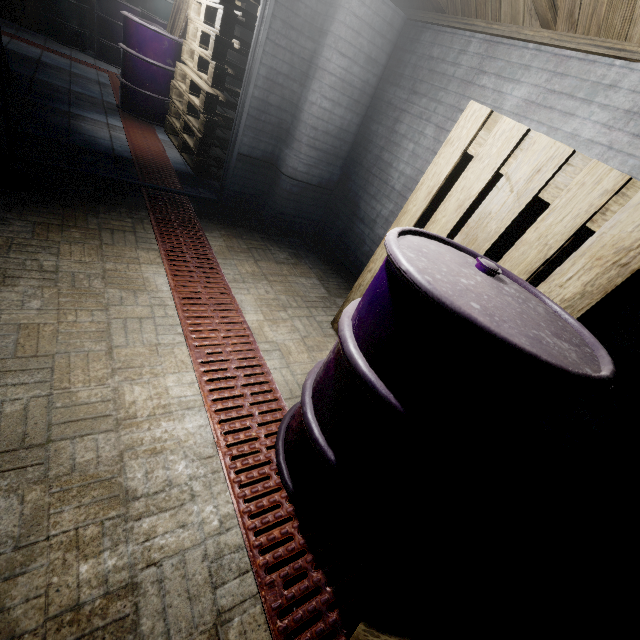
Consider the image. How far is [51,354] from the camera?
1.4 meters

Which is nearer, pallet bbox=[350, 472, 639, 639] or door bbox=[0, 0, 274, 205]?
pallet bbox=[350, 472, 639, 639]

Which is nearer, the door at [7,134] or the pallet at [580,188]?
the pallet at [580,188]

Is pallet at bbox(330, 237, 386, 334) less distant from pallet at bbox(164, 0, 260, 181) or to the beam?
the beam

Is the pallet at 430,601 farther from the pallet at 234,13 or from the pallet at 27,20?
the pallet at 27,20

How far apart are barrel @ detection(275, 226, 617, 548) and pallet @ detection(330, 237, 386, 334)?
0.1 meters

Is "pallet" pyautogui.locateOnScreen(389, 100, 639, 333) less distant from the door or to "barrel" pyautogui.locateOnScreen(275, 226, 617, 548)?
"barrel" pyautogui.locateOnScreen(275, 226, 617, 548)

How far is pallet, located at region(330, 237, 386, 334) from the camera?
1.94m
